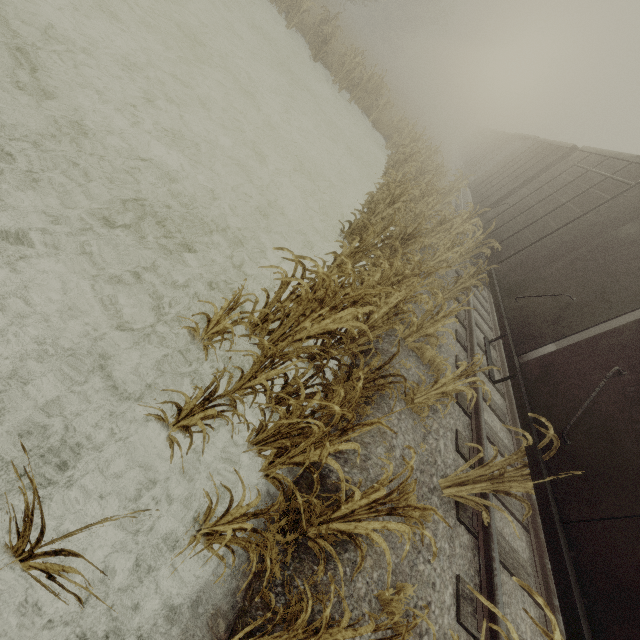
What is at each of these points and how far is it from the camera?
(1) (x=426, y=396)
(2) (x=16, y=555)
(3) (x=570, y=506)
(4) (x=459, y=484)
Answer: (1) tree, 4.7m
(2) tree, 1.9m
(3) boxcar, 3.0m
(4) tree, 4.0m

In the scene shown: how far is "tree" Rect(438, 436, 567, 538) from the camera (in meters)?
3.51

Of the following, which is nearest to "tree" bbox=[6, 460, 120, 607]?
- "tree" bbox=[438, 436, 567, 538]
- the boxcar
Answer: the boxcar

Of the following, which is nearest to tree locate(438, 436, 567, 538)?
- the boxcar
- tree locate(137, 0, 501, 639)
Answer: the boxcar

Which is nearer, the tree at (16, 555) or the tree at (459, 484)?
the tree at (16, 555)

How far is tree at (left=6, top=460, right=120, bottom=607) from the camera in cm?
138

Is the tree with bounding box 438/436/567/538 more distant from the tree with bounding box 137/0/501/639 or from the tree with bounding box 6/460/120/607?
the tree with bounding box 6/460/120/607

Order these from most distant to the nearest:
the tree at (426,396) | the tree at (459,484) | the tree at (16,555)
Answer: the tree at (459,484)
the tree at (426,396)
the tree at (16,555)
